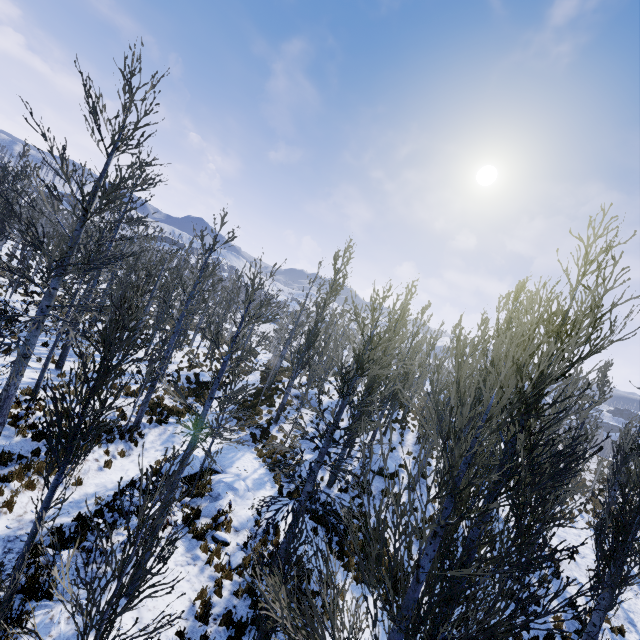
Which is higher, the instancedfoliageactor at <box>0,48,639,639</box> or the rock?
the instancedfoliageactor at <box>0,48,639,639</box>

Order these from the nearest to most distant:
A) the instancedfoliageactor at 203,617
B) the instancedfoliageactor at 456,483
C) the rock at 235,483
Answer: the instancedfoliageactor at 456,483, the instancedfoliageactor at 203,617, the rock at 235,483

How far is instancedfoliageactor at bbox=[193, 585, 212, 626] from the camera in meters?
7.1

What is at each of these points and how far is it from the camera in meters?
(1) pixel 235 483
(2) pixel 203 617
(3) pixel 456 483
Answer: (1) rock, 12.2
(2) instancedfoliageactor, 7.1
(3) instancedfoliageactor, 3.4

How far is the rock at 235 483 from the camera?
10.7m

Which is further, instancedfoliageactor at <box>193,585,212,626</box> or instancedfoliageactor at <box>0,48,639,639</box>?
instancedfoliageactor at <box>193,585,212,626</box>

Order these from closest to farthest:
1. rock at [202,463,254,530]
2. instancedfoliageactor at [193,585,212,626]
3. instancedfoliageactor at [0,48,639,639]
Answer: instancedfoliageactor at [0,48,639,639], instancedfoliageactor at [193,585,212,626], rock at [202,463,254,530]

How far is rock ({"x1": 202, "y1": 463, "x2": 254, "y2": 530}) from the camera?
10.7m
